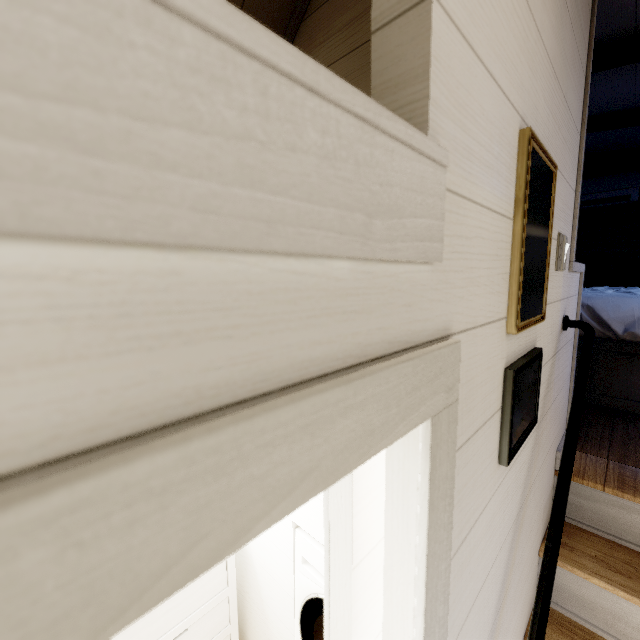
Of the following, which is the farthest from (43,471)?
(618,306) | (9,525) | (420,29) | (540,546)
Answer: (618,306)
